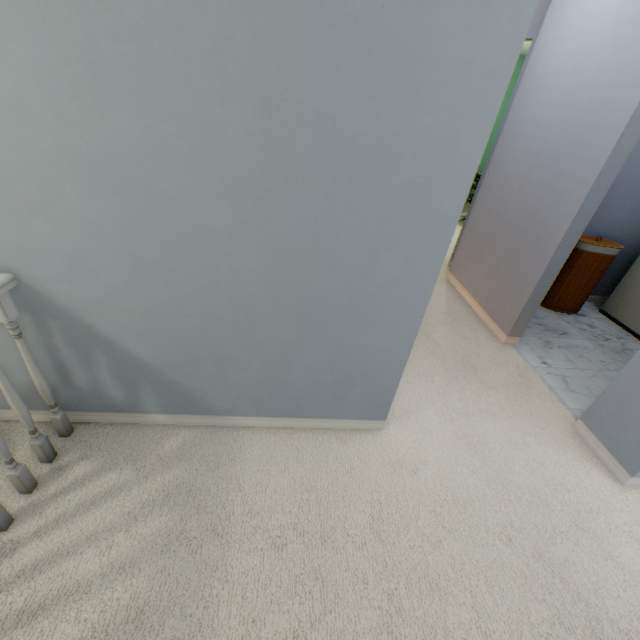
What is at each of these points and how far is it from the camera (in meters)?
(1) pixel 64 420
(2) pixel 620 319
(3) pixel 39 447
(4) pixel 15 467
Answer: (1) stairs, 1.46
(2) washing machine, 3.12
(3) stairs, 1.34
(4) stairs, 1.21

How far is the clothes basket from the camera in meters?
2.9

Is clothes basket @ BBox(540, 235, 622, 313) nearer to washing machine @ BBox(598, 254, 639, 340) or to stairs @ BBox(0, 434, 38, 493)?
washing machine @ BBox(598, 254, 639, 340)

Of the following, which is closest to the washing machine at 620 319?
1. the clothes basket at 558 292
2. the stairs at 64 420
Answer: the clothes basket at 558 292

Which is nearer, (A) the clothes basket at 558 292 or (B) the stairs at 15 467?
(B) the stairs at 15 467

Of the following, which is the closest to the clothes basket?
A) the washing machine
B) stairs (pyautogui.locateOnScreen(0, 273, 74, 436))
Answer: the washing machine
